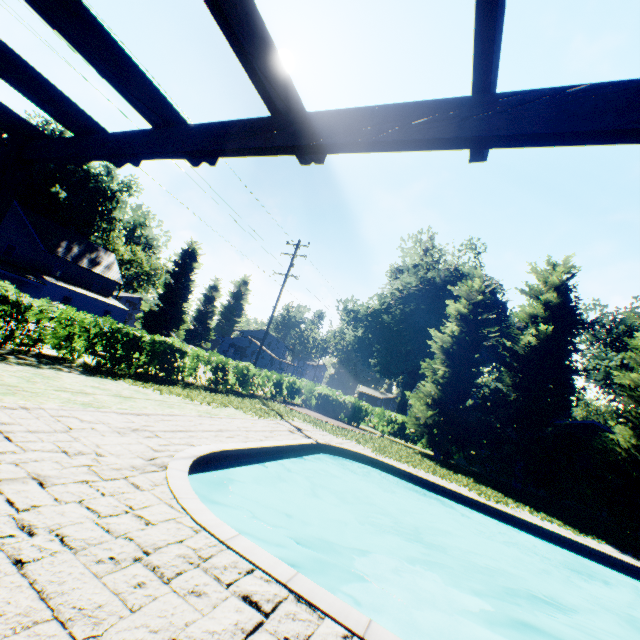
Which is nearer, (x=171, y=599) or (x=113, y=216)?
(x=171, y=599)

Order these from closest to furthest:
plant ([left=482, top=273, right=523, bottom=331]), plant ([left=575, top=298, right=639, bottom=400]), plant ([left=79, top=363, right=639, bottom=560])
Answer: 1. plant ([left=79, top=363, right=639, bottom=560])
2. plant ([left=575, top=298, right=639, bottom=400])
3. plant ([left=482, top=273, right=523, bottom=331])

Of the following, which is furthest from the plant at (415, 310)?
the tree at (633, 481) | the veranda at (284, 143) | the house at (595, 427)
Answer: the veranda at (284, 143)

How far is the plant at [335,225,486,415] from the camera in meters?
35.2 m

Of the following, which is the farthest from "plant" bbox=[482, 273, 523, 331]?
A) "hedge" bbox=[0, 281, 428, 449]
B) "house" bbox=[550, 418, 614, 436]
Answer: "house" bbox=[550, 418, 614, 436]

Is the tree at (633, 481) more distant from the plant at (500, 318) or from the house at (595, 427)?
the house at (595, 427)

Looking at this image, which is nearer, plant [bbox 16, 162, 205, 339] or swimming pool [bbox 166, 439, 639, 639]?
swimming pool [bbox 166, 439, 639, 639]
